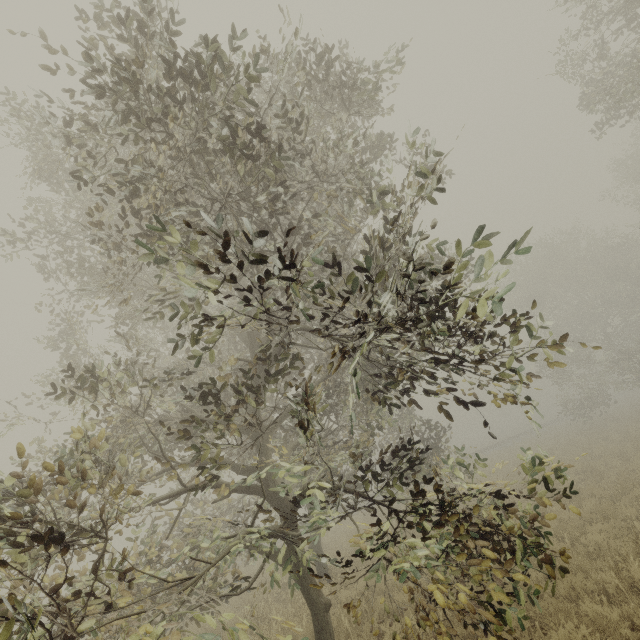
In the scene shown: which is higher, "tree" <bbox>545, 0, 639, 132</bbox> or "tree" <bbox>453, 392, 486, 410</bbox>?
"tree" <bbox>545, 0, 639, 132</bbox>

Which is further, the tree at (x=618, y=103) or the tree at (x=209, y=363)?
the tree at (x=618, y=103)

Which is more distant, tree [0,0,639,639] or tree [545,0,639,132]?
tree [545,0,639,132]

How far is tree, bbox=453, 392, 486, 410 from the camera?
3.4m

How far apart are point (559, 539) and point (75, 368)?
14.68m

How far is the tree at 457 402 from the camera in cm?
343

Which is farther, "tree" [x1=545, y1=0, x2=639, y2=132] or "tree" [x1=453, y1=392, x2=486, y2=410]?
"tree" [x1=545, y1=0, x2=639, y2=132]
